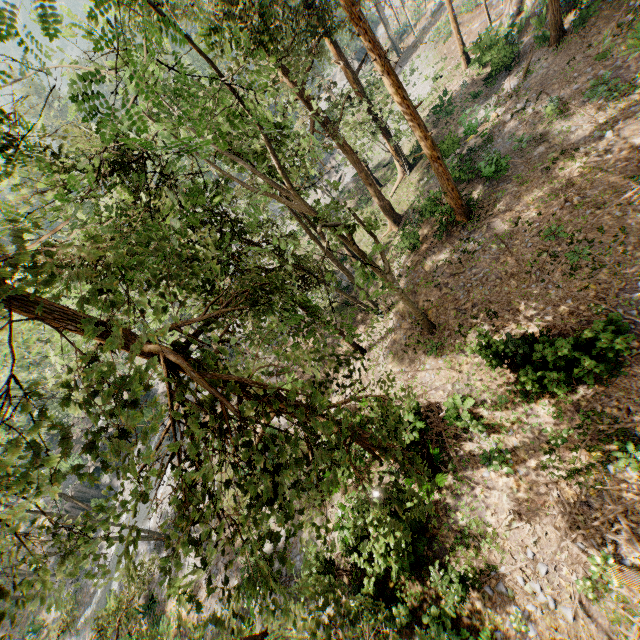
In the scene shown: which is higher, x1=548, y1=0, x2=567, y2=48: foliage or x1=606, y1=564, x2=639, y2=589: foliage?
x1=548, y1=0, x2=567, y2=48: foliage

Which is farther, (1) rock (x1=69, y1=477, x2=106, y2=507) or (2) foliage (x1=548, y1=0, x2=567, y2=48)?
(1) rock (x1=69, y1=477, x2=106, y2=507)

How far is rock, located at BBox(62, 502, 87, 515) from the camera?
35.4 meters

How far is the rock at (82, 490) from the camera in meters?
34.1

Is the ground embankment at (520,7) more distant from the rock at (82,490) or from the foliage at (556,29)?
the rock at (82,490)

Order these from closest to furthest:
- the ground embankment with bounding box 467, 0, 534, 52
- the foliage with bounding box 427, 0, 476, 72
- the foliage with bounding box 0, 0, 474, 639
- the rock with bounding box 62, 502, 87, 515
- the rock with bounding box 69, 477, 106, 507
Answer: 1. the foliage with bounding box 0, 0, 474, 639
2. the ground embankment with bounding box 467, 0, 534, 52
3. the foliage with bounding box 427, 0, 476, 72
4. the rock with bounding box 69, 477, 106, 507
5. the rock with bounding box 62, 502, 87, 515

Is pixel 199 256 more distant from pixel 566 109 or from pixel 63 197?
pixel 566 109

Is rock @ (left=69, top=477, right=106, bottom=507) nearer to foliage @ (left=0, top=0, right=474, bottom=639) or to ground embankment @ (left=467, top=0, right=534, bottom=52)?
foliage @ (left=0, top=0, right=474, bottom=639)
